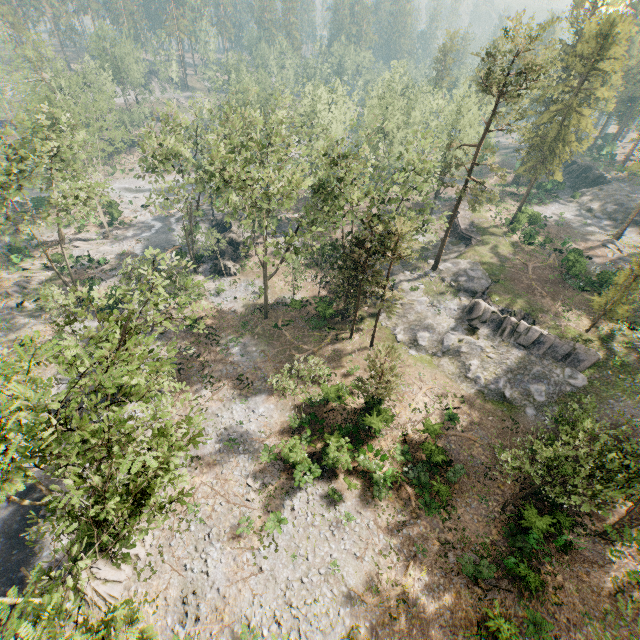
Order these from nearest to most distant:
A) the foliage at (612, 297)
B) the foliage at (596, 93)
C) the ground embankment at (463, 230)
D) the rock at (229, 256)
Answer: the foliage at (596, 93) < the foliage at (612, 297) < the rock at (229, 256) < the ground embankment at (463, 230)

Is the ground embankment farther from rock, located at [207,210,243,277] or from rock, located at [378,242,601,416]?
rock, located at [207,210,243,277]

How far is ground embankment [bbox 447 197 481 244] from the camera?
47.1 meters

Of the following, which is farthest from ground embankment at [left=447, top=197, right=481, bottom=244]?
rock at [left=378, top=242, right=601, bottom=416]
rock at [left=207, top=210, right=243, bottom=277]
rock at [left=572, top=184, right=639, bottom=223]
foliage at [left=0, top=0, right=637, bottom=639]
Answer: rock at [left=207, top=210, right=243, bottom=277]

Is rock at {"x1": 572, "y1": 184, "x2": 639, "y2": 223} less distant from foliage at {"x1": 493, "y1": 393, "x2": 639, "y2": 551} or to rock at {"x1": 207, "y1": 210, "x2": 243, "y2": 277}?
foliage at {"x1": 493, "y1": 393, "x2": 639, "y2": 551}

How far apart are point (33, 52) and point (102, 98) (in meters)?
15.29

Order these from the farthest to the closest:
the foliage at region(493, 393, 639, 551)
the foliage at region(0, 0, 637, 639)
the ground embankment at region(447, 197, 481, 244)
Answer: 1. the ground embankment at region(447, 197, 481, 244)
2. the foliage at region(493, 393, 639, 551)
3. the foliage at region(0, 0, 637, 639)

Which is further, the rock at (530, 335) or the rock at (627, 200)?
the rock at (627, 200)
